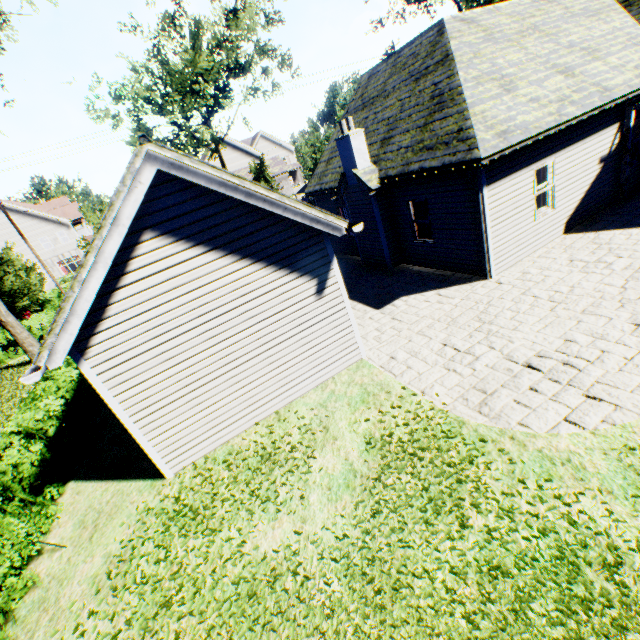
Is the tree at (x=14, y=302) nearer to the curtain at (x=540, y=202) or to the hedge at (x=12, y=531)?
the hedge at (x=12, y=531)

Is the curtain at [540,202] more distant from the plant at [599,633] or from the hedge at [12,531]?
the hedge at [12,531]

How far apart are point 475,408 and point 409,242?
7.90m

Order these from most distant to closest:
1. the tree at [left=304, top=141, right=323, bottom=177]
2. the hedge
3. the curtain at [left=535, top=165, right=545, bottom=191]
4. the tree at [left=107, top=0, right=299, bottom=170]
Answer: the tree at [left=304, top=141, right=323, bottom=177] < the tree at [left=107, top=0, right=299, bottom=170] < the curtain at [left=535, top=165, right=545, bottom=191] < the hedge

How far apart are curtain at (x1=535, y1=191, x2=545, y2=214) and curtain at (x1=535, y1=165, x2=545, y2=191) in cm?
7

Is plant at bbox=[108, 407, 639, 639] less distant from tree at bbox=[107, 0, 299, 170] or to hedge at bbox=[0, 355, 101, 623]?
tree at bbox=[107, 0, 299, 170]

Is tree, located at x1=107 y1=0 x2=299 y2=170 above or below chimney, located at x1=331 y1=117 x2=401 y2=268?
above

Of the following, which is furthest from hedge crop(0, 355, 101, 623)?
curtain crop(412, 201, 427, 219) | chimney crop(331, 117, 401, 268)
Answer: curtain crop(412, 201, 427, 219)
